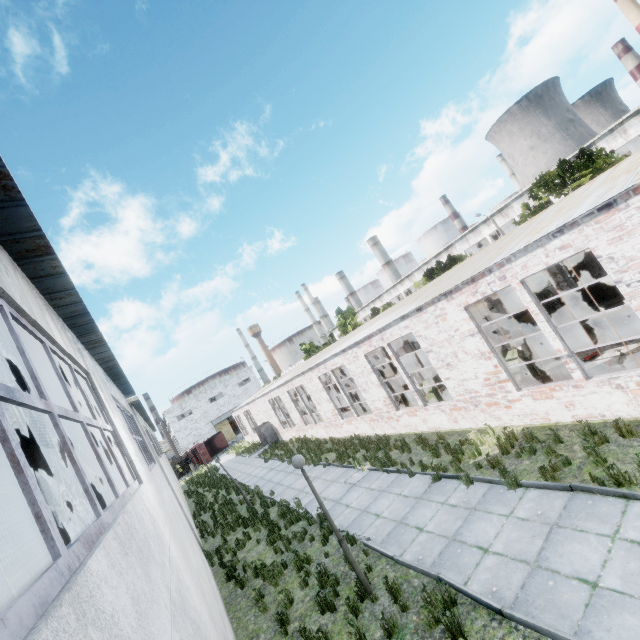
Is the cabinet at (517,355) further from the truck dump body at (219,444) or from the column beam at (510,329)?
the truck dump body at (219,444)

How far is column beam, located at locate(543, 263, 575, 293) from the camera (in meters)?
15.90

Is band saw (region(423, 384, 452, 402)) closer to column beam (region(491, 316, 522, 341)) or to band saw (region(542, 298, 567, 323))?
column beam (region(491, 316, 522, 341))

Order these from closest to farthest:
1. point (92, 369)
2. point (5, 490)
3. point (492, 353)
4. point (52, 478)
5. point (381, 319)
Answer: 1. point (92, 369)
2. point (492, 353)
3. point (5, 490)
4. point (52, 478)
5. point (381, 319)

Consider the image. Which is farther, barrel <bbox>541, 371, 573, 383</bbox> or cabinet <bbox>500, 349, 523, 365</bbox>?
cabinet <bbox>500, 349, 523, 365</bbox>

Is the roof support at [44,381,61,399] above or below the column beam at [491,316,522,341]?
above

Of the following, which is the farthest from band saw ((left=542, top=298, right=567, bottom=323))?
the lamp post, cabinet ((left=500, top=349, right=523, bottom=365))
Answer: the lamp post
